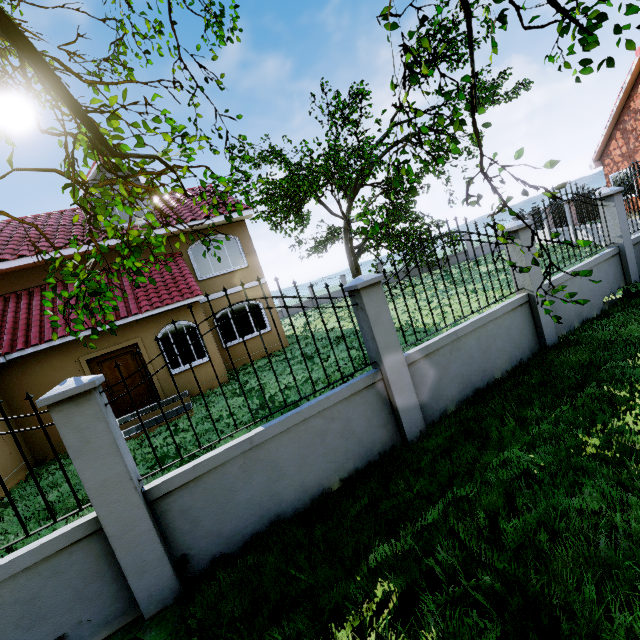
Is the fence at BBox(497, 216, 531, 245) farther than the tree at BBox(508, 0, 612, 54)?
Yes

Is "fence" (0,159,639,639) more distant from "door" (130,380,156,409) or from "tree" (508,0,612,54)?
"door" (130,380,156,409)

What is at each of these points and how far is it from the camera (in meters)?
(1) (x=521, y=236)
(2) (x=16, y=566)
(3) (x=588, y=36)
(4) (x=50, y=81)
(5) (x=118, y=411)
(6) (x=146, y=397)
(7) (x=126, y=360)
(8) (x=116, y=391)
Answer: (1) fence, 6.02
(2) fence, 2.98
(3) tree, 3.85
(4) tree, 2.39
(5) door, 10.30
(6) door, 10.64
(7) door, 10.45
(8) door, 10.30

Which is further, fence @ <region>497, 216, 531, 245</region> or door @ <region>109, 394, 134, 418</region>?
door @ <region>109, 394, 134, 418</region>

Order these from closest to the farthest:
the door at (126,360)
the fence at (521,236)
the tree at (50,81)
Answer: the tree at (50,81), the fence at (521,236), the door at (126,360)

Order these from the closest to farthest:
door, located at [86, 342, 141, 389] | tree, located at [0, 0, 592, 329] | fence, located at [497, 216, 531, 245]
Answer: tree, located at [0, 0, 592, 329], fence, located at [497, 216, 531, 245], door, located at [86, 342, 141, 389]

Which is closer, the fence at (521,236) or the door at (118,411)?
the fence at (521,236)
